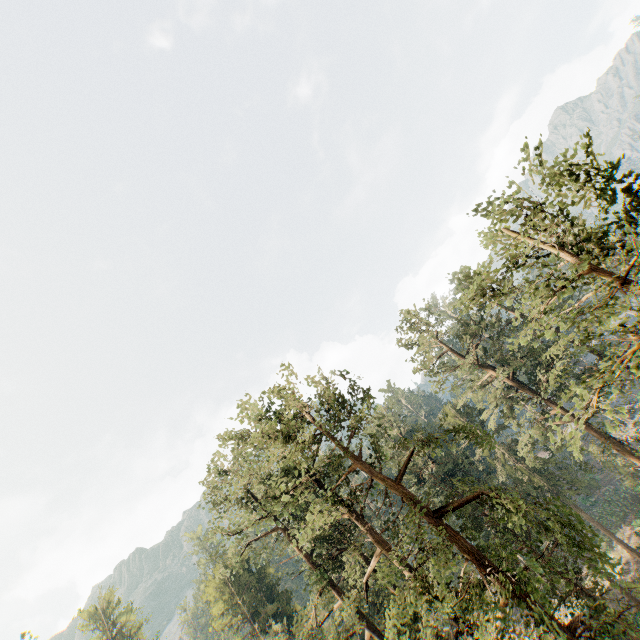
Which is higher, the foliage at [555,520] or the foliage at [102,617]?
the foliage at [102,617]

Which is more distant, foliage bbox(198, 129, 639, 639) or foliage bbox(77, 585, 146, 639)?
foliage bbox(77, 585, 146, 639)

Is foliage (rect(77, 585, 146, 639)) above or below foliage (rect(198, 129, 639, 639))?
above

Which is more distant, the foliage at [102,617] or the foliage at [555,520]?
the foliage at [102,617]

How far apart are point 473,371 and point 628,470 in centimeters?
2841cm
